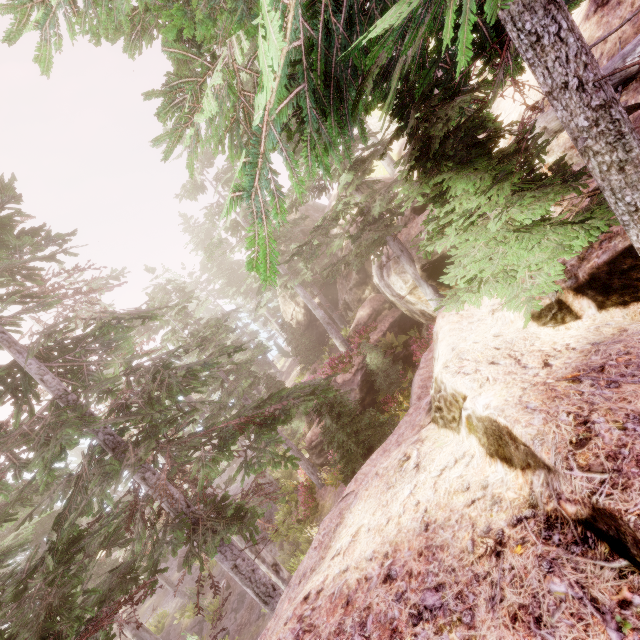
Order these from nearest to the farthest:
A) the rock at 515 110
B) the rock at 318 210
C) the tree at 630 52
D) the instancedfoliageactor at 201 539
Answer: the instancedfoliageactor at 201 539 < the tree at 630 52 < the rock at 515 110 < the rock at 318 210

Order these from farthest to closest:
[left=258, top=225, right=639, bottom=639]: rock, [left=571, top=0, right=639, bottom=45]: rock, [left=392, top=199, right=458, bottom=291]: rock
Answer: [left=392, top=199, right=458, bottom=291]: rock, [left=571, top=0, right=639, bottom=45]: rock, [left=258, top=225, right=639, bottom=639]: rock

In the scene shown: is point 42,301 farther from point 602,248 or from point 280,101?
point 602,248

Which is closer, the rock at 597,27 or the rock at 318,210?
the rock at 597,27

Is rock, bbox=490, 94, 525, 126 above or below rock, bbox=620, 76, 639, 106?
above

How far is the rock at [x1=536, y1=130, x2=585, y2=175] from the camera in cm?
568

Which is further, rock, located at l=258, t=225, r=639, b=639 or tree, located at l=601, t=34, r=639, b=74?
tree, located at l=601, t=34, r=639, b=74
